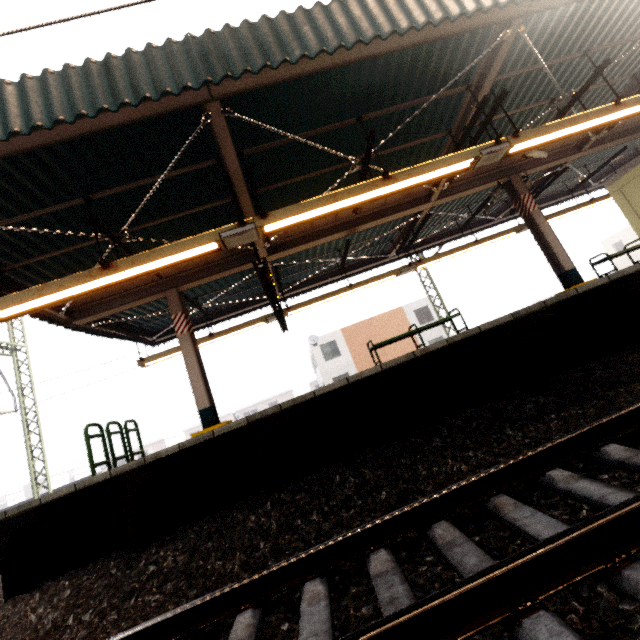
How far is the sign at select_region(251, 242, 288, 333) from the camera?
6.00m

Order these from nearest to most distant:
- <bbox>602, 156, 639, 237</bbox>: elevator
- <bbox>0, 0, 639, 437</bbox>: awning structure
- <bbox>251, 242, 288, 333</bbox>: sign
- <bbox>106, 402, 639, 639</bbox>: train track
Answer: <bbox>106, 402, 639, 639</bbox>: train track < <bbox>0, 0, 639, 437</bbox>: awning structure < <bbox>251, 242, 288, 333</bbox>: sign < <bbox>602, 156, 639, 237</bbox>: elevator

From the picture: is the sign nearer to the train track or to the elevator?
the train track

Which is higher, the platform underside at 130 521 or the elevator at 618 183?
the elevator at 618 183

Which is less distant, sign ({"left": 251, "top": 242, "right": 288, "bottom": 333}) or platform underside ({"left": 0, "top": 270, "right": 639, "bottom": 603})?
platform underside ({"left": 0, "top": 270, "right": 639, "bottom": 603})

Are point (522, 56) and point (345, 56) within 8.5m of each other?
yes

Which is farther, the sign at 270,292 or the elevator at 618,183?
the elevator at 618,183

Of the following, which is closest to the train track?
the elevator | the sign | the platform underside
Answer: the platform underside
